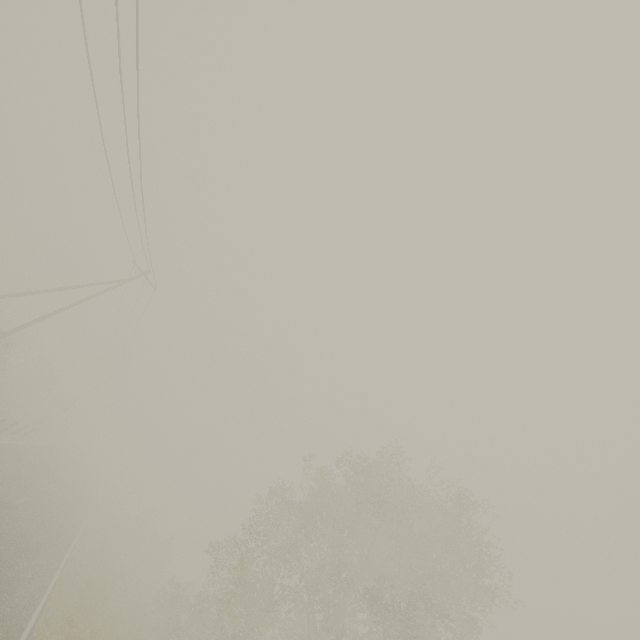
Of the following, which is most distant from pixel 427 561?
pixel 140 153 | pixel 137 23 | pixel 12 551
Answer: pixel 137 23

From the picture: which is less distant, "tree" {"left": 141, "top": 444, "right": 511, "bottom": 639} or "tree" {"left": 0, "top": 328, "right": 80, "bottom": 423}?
"tree" {"left": 141, "top": 444, "right": 511, "bottom": 639}

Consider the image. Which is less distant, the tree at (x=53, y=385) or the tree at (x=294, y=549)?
the tree at (x=294, y=549)
